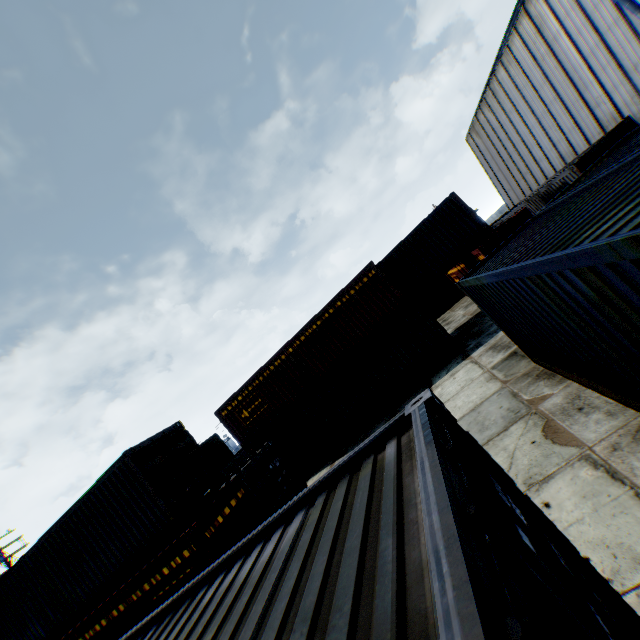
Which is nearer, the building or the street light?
the street light

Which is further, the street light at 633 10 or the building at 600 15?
the building at 600 15

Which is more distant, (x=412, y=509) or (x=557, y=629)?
(x=412, y=509)
